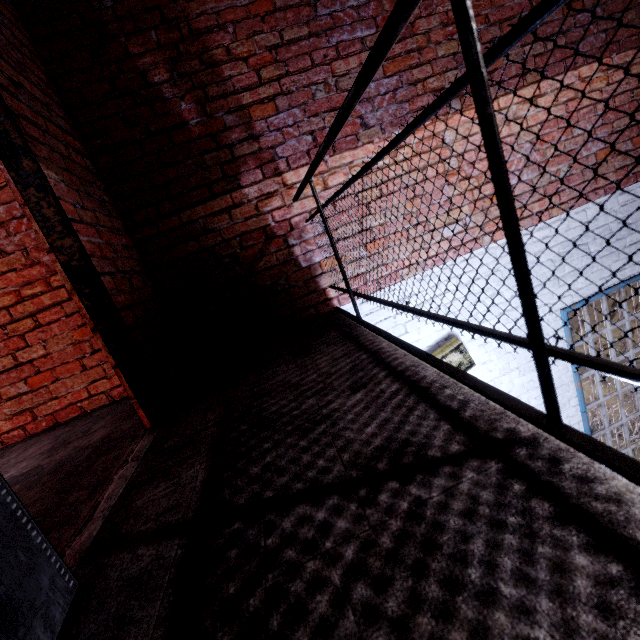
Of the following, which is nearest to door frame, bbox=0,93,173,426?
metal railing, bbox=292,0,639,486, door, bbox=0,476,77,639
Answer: door, bbox=0,476,77,639

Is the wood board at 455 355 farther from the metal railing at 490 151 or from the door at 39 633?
the door at 39 633

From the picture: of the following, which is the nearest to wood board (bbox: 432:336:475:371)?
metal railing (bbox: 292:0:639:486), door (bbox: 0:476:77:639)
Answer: metal railing (bbox: 292:0:639:486)

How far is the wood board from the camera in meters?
3.1 m

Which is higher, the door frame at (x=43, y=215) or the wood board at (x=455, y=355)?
the door frame at (x=43, y=215)

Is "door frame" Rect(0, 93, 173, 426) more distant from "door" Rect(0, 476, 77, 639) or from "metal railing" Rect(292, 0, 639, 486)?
"metal railing" Rect(292, 0, 639, 486)

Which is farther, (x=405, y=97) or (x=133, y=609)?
(x=405, y=97)

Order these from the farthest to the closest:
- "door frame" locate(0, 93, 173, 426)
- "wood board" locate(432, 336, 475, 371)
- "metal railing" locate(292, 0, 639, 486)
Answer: "wood board" locate(432, 336, 475, 371), "door frame" locate(0, 93, 173, 426), "metal railing" locate(292, 0, 639, 486)
